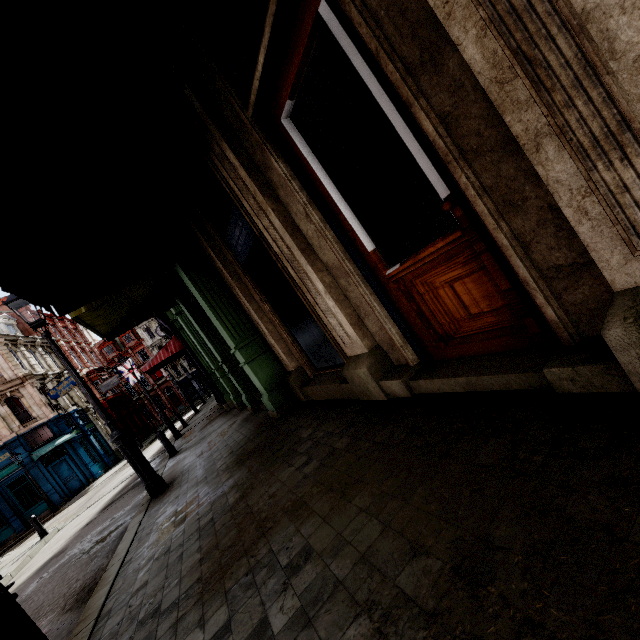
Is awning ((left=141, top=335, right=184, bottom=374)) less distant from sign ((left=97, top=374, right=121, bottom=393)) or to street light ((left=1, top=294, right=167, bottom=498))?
street light ((left=1, top=294, right=167, bottom=498))

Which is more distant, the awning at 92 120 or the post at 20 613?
the awning at 92 120

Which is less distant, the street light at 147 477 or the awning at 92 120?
the awning at 92 120

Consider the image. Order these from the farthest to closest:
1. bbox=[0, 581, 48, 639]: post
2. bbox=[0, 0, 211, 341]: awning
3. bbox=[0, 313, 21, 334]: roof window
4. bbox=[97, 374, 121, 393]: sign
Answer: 1. bbox=[97, 374, 121, 393]: sign
2. bbox=[0, 313, 21, 334]: roof window
3. bbox=[0, 0, 211, 341]: awning
4. bbox=[0, 581, 48, 639]: post

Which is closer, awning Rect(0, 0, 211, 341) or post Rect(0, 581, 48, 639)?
post Rect(0, 581, 48, 639)

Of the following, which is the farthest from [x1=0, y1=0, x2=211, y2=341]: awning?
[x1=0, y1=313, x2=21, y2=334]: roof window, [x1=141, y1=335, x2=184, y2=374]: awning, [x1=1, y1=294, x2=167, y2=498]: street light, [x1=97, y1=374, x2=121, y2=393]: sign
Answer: [x1=0, y1=313, x2=21, y2=334]: roof window

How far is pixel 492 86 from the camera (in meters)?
1.29

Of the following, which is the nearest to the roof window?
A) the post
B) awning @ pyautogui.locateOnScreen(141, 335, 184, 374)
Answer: awning @ pyautogui.locateOnScreen(141, 335, 184, 374)
